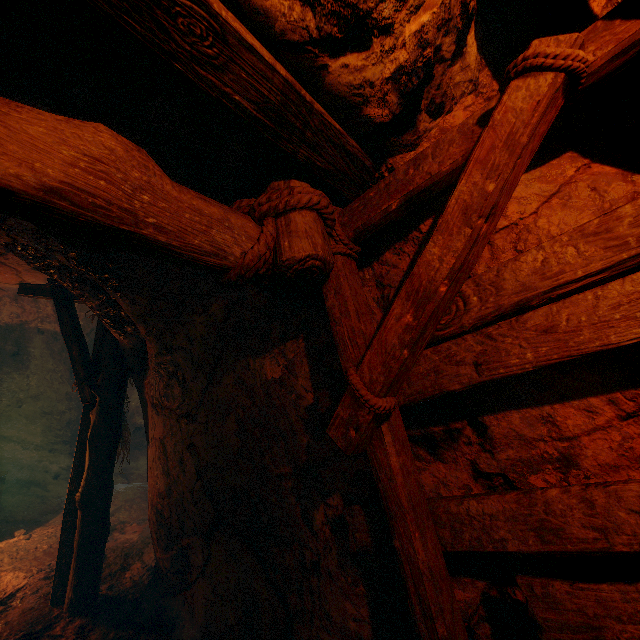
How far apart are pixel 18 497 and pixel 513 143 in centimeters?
1078cm

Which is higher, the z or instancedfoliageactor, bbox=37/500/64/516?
the z

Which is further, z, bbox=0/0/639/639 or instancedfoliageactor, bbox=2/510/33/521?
instancedfoliageactor, bbox=2/510/33/521

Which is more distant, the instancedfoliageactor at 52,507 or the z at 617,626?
the instancedfoliageactor at 52,507

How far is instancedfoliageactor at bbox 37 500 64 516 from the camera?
6.6m
